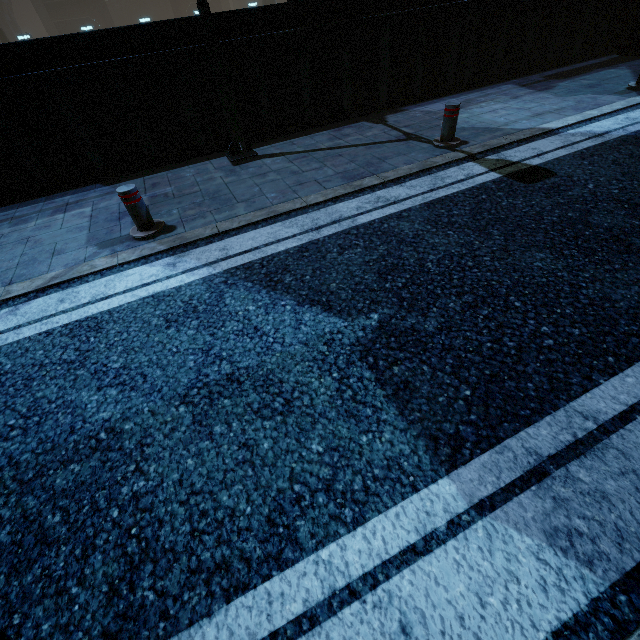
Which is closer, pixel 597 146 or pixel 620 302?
pixel 620 302

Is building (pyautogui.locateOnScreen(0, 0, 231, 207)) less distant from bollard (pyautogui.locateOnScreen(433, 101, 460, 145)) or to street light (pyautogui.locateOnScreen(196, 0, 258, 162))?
street light (pyautogui.locateOnScreen(196, 0, 258, 162))

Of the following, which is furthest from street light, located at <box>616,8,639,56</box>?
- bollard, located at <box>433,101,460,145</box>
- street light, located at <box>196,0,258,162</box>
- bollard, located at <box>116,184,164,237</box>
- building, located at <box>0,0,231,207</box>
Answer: bollard, located at <box>116,184,164,237</box>

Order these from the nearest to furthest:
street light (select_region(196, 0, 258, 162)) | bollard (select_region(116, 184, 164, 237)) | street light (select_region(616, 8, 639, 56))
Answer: bollard (select_region(116, 184, 164, 237))
street light (select_region(196, 0, 258, 162))
street light (select_region(616, 8, 639, 56))

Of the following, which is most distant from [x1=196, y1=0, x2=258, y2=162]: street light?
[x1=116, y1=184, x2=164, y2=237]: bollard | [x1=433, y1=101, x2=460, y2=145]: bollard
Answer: [x1=433, y1=101, x2=460, y2=145]: bollard

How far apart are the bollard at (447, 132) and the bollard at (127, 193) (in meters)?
4.67

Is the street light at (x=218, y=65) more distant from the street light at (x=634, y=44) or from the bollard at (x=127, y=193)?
the street light at (x=634, y=44)

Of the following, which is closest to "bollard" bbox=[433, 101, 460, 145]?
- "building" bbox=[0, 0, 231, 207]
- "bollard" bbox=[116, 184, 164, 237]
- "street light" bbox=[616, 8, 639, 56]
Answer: "building" bbox=[0, 0, 231, 207]
